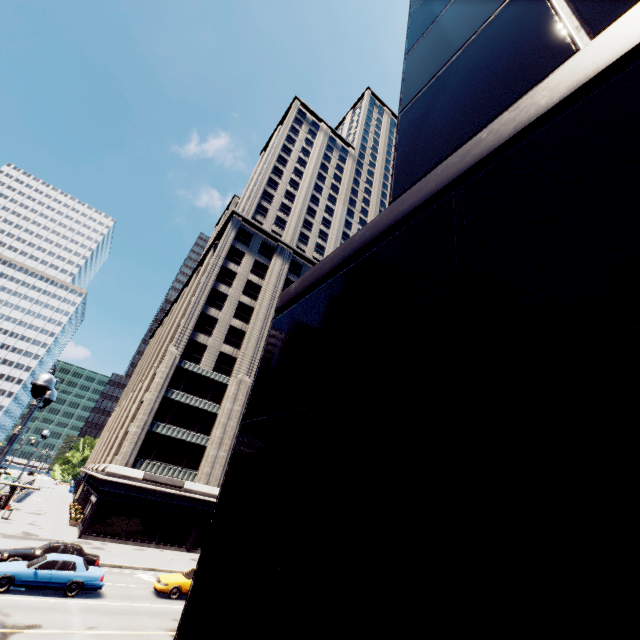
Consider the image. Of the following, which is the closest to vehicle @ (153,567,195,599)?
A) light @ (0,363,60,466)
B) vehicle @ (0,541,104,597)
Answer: vehicle @ (0,541,104,597)

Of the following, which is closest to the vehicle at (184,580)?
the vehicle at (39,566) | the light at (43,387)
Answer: the vehicle at (39,566)

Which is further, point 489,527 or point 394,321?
point 394,321

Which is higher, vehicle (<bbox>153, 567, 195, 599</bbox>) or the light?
the light

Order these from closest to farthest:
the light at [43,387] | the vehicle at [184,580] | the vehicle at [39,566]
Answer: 1. the light at [43,387]
2. the vehicle at [39,566]
3. the vehicle at [184,580]

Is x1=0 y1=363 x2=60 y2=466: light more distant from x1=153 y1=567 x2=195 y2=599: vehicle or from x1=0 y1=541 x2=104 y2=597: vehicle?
x1=153 y1=567 x2=195 y2=599: vehicle
